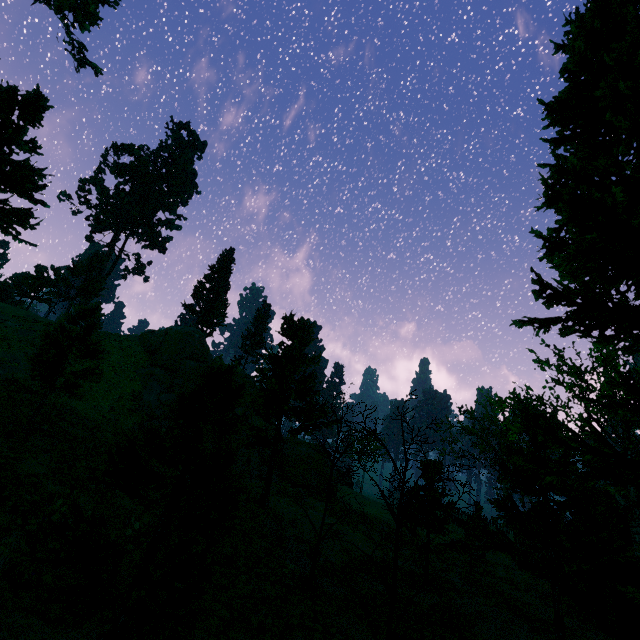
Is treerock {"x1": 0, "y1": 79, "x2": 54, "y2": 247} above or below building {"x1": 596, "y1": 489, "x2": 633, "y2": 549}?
above

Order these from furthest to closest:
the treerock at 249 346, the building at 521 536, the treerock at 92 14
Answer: the building at 521 536 < the treerock at 92 14 < the treerock at 249 346

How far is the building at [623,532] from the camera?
16.8 meters

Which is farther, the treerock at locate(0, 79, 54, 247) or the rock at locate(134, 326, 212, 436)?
the rock at locate(134, 326, 212, 436)

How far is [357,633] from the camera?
A: 10.6 meters

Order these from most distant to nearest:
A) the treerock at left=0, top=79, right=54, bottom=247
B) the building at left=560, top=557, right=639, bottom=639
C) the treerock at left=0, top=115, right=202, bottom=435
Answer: the treerock at left=0, top=79, right=54, bottom=247, the building at left=560, top=557, right=639, bottom=639, the treerock at left=0, top=115, right=202, bottom=435

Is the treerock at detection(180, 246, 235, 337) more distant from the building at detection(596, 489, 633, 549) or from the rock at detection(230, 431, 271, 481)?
the rock at detection(230, 431, 271, 481)
